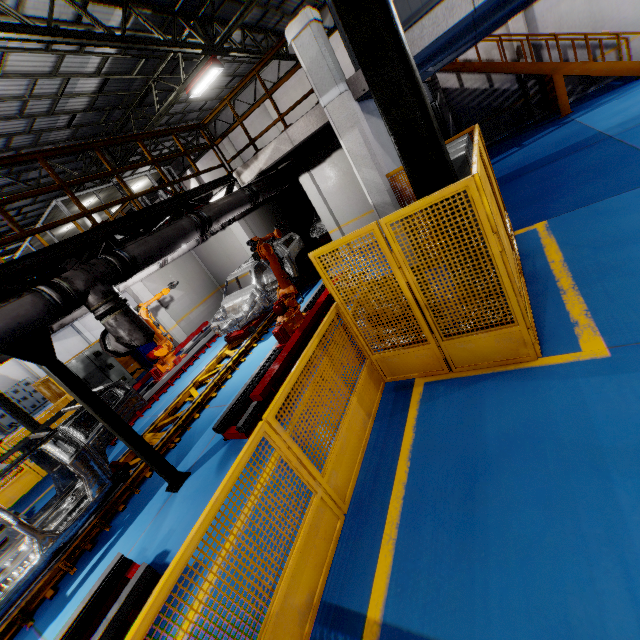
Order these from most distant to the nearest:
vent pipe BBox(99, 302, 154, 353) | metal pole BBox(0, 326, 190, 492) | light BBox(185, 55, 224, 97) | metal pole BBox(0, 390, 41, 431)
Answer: light BBox(185, 55, 224, 97) → metal pole BBox(0, 390, 41, 431) → vent pipe BBox(99, 302, 154, 353) → metal pole BBox(0, 326, 190, 492)

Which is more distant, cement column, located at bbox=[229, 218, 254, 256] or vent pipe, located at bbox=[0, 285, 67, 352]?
cement column, located at bbox=[229, 218, 254, 256]

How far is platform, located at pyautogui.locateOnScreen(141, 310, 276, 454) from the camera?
7.0 meters

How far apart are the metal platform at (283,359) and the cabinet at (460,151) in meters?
3.0

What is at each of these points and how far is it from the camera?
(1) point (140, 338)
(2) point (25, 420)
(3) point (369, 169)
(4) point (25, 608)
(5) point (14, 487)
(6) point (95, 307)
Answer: (1) vent pipe, 5.1 meters
(2) metal pole, 7.0 meters
(3) cement column, 6.9 meters
(4) platform, 4.7 meters
(5) metal panel, 9.1 meters
(6) vent pipe, 4.8 meters

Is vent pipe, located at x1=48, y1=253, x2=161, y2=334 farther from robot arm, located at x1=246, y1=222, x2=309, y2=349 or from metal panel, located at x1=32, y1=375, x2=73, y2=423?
metal panel, located at x1=32, y1=375, x2=73, y2=423

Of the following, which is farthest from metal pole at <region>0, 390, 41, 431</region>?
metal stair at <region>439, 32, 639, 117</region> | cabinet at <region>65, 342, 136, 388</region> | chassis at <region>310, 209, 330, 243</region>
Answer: metal stair at <region>439, 32, 639, 117</region>

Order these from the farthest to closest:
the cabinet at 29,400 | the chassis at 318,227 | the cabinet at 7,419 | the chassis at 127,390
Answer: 1. the cabinet at 29,400
2. the cabinet at 7,419
3. the chassis at 318,227
4. the chassis at 127,390
